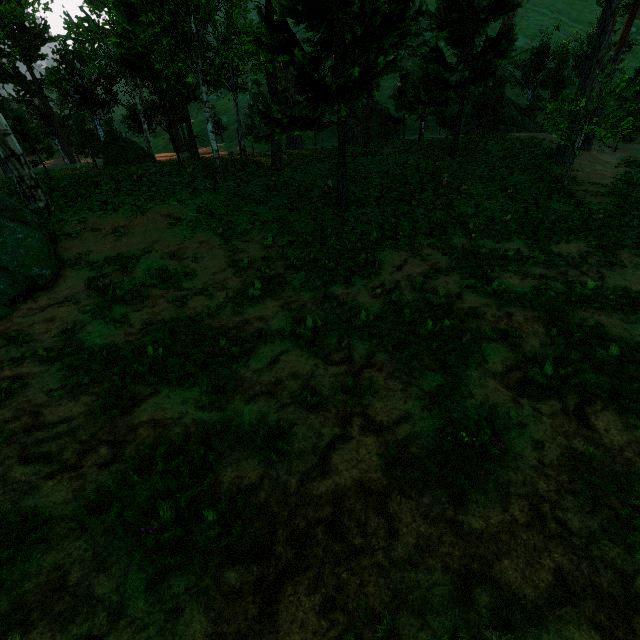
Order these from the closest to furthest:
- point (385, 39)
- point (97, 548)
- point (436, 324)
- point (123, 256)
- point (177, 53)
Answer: point (97, 548)
point (436, 324)
point (385, 39)
point (123, 256)
point (177, 53)
